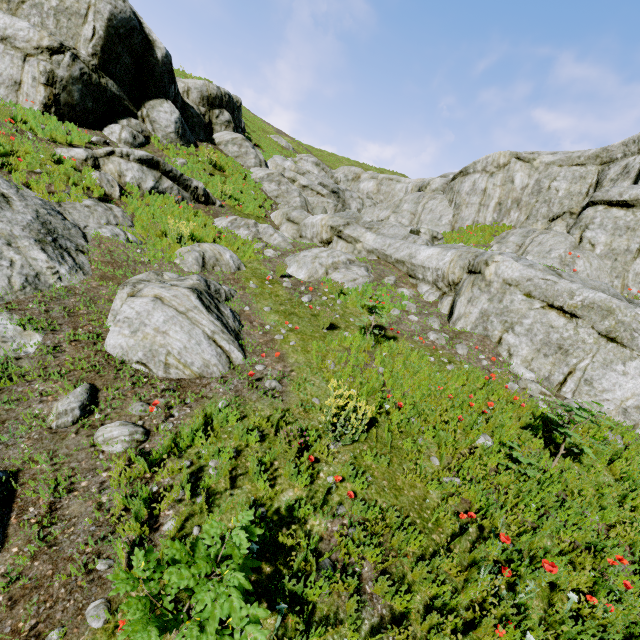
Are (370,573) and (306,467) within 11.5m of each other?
yes

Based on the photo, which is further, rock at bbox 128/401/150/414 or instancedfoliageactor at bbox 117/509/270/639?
rock at bbox 128/401/150/414

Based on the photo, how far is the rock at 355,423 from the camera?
4.3m

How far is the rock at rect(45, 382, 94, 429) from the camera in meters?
3.9

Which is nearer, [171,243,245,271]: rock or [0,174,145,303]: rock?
[0,174,145,303]: rock

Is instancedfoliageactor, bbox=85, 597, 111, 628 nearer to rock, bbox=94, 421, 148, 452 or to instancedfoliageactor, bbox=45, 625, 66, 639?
instancedfoliageactor, bbox=45, 625, 66, 639

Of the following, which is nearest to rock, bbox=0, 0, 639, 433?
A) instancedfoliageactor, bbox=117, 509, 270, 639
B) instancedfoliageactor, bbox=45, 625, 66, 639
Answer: instancedfoliageactor, bbox=117, 509, 270, 639
